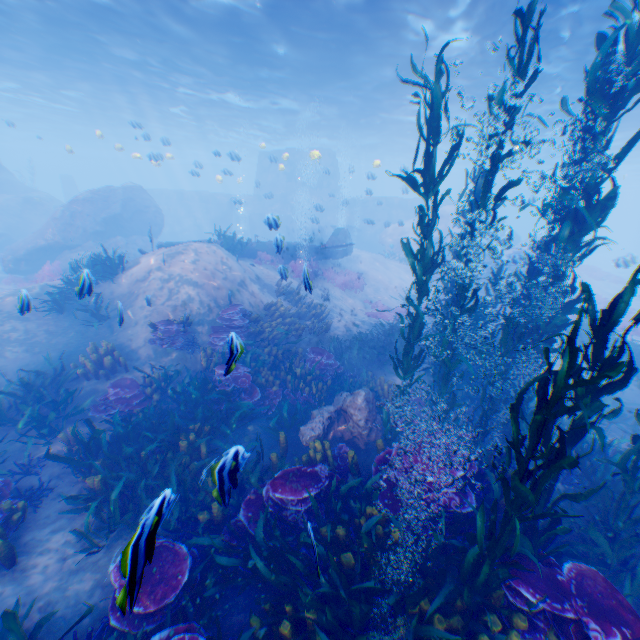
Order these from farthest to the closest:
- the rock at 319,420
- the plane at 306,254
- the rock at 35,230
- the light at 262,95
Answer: the rock at 35,230, the plane at 306,254, the light at 262,95, the rock at 319,420

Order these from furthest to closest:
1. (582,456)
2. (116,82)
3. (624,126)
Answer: (624,126), (116,82), (582,456)

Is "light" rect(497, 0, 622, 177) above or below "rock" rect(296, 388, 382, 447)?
above

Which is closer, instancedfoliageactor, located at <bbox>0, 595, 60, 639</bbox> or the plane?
instancedfoliageactor, located at <bbox>0, 595, 60, 639</bbox>

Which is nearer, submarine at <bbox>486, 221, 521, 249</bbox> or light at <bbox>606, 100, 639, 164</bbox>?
light at <bbox>606, 100, 639, 164</bbox>

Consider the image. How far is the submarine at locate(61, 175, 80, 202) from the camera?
40.41m

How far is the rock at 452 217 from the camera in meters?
13.7

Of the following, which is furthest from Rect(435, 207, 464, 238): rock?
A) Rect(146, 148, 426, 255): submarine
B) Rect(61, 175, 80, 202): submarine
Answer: Rect(61, 175, 80, 202): submarine
